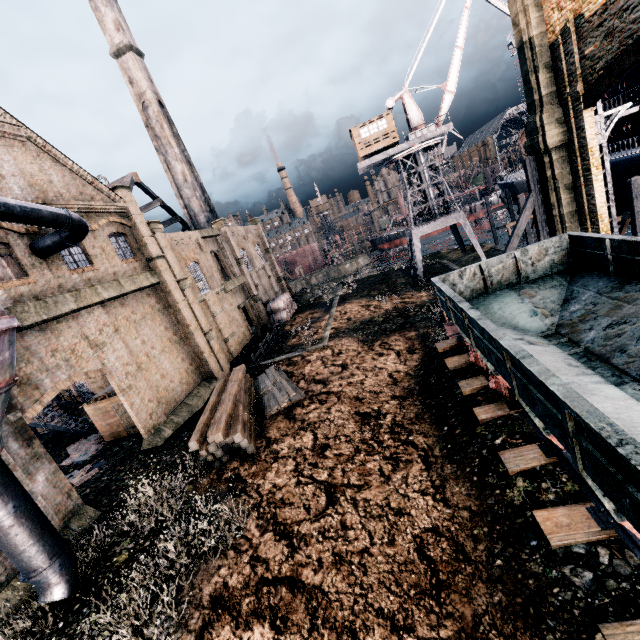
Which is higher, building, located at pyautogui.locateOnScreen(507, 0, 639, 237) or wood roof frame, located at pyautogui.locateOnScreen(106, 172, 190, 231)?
wood roof frame, located at pyautogui.locateOnScreen(106, 172, 190, 231)

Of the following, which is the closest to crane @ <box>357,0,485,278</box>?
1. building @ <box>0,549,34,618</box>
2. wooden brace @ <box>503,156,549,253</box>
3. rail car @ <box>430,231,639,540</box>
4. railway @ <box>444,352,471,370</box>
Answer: building @ <box>0,549,34,618</box>

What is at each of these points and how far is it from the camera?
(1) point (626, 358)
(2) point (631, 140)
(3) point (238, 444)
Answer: (1) rail car, 7.64m
(2) ship, 26.36m
(3) wood pile, 15.42m

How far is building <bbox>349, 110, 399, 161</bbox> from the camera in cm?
3475

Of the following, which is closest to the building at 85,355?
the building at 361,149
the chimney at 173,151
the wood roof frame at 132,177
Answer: the wood roof frame at 132,177

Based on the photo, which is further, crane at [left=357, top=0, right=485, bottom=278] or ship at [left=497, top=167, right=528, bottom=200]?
ship at [left=497, top=167, right=528, bottom=200]

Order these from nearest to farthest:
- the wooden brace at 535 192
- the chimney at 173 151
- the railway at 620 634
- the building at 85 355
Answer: the railway at 620 634
the building at 85 355
the wooden brace at 535 192
the chimney at 173 151

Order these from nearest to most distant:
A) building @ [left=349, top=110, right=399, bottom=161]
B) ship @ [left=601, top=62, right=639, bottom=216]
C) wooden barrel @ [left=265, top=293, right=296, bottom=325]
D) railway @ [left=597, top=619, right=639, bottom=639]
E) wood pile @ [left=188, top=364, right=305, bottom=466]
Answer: railway @ [left=597, top=619, right=639, bottom=639] → wood pile @ [left=188, top=364, right=305, bottom=466] → ship @ [left=601, top=62, right=639, bottom=216] → building @ [left=349, top=110, right=399, bottom=161] → wooden barrel @ [left=265, top=293, right=296, bottom=325]
